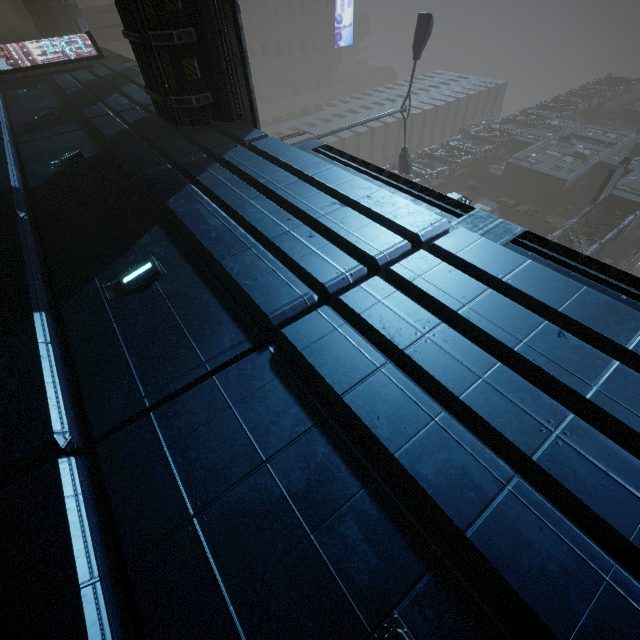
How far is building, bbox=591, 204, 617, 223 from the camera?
27.81m

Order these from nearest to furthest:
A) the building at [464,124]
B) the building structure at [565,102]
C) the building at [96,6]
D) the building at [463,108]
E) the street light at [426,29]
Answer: the street light at [426,29], the building at [96,6], the building structure at [565,102], the building at [464,124], the building at [463,108]

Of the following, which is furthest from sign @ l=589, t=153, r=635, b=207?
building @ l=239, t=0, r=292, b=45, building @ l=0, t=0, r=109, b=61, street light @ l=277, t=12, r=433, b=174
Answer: building @ l=239, t=0, r=292, b=45

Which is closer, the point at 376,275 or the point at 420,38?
the point at 376,275

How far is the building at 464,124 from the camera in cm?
4301

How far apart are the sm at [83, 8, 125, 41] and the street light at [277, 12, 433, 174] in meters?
39.8 m

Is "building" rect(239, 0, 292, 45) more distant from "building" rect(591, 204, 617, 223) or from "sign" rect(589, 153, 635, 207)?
"sign" rect(589, 153, 635, 207)

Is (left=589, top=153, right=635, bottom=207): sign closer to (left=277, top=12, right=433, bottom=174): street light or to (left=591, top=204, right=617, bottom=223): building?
(left=591, top=204, right=617, bottom=223): building
